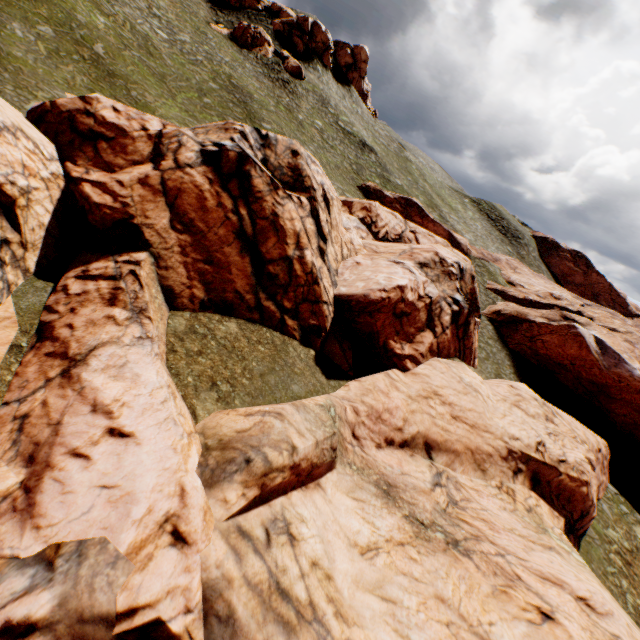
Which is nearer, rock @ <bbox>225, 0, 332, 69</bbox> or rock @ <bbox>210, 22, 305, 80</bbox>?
rock @ <bbox>210, 22, 305, 80</bbox>

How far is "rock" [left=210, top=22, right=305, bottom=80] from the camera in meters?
48.0

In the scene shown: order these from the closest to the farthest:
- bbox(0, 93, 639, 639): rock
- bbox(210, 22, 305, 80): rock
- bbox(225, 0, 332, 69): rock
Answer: bbox(0, 93, 639, 639): rock < bbox(210, 22, 305, 80): rock < bbox(225, 0, 332, 69): rock

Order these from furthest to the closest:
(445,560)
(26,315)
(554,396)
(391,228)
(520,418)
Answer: (391,228) < (554,396) < (520,418) < (26,315) < (445,560)

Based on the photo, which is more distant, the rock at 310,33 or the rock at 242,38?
Result: the rock at 310,33

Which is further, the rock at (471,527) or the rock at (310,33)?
the rock at (310,33)

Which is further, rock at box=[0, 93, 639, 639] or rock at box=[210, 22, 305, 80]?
rock at box=[210, 22, 305, 80]
